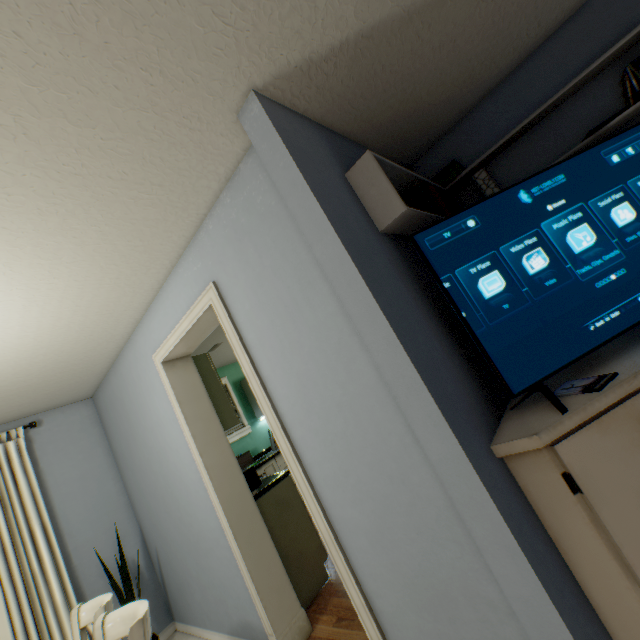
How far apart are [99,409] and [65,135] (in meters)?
3.33

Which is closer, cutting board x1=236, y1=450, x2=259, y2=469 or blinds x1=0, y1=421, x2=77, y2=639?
blinds x1=0, y1=421, x2=77, y2=639

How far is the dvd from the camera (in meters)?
1.08

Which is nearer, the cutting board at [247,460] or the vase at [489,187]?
the vase at [489,187]

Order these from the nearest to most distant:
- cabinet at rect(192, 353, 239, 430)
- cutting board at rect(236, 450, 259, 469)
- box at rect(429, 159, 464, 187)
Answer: box at rect(429, 159, 464, 187)
cabinet at rect(192, 353, 239, 430)
cutting board at rect(236, 450, 259, 469)

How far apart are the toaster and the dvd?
2.40m

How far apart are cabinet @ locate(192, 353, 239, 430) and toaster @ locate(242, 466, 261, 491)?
0.4m

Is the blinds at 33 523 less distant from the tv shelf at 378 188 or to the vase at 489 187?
the tv shelf at 378 188
